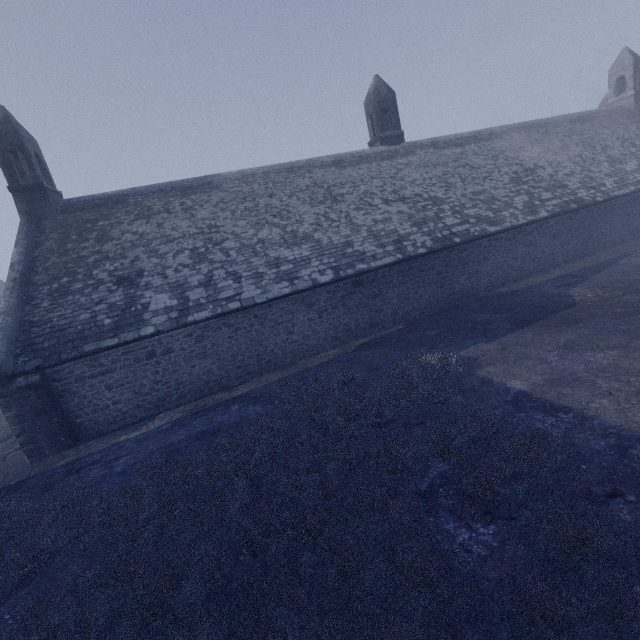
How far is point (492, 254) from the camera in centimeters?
1584cm
